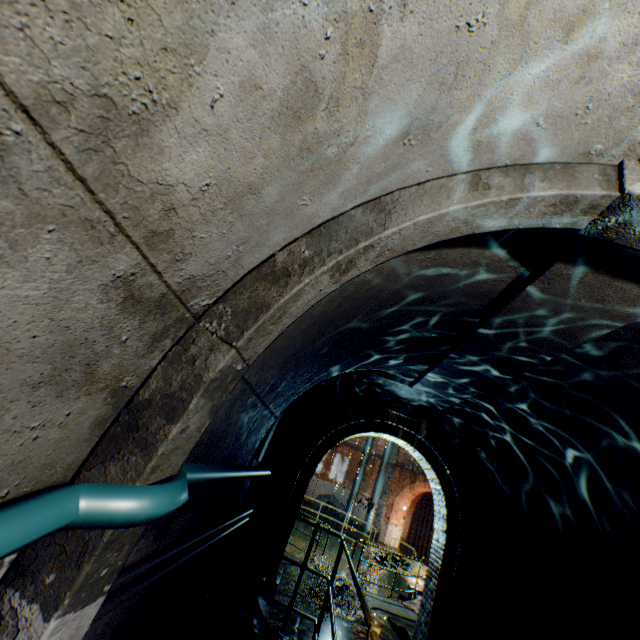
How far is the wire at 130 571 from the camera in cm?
144

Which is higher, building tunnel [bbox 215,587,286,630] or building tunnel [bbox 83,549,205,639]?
building tunnel [bbox 83,549,205,639]

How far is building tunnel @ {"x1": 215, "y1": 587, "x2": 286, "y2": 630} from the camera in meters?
5.9

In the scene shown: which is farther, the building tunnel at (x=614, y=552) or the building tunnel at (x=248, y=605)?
the building tunnel at (x=248, y=605)

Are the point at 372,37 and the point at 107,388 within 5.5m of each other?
yes

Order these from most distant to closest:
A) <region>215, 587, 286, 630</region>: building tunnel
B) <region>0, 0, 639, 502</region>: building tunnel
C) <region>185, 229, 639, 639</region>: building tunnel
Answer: <region>215, 587, 286, 630</region>: building tunnel < <region>185, 229, 639, 639</region>: building tunnel < <region>0, 0, 639, 502</region>: building tunnel

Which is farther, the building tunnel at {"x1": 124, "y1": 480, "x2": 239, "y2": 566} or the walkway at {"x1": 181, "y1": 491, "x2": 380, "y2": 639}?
the walkway at {"x1": 181, "y1": 491, "x2": 380, "y2": 639}

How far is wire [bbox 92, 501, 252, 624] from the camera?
1.4m
